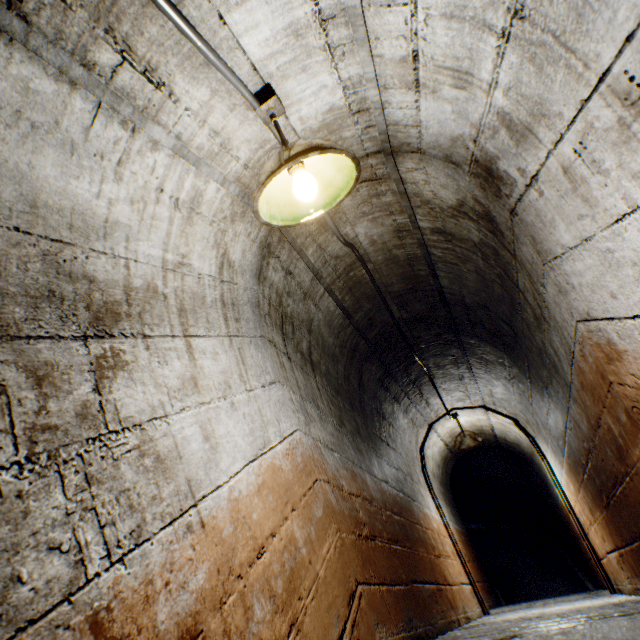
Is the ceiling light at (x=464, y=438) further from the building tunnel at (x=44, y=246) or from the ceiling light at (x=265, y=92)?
the ceiling light at (x=265, y=92)

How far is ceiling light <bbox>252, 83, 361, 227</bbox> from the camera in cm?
115

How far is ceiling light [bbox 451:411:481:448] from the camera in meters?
4.9

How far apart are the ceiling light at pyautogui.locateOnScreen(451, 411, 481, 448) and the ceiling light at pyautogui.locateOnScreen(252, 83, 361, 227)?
4.6m

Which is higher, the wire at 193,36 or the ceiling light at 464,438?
the wire at 193,36

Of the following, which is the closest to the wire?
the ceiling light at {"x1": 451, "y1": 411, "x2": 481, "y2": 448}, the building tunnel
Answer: the building tunnel

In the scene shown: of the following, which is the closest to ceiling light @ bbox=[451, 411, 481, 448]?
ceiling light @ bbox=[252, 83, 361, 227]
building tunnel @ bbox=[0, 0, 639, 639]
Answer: building tunnel @ bbox=[0, 0, 639, 639]

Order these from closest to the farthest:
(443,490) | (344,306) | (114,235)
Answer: (114,235), (344,306), (443,490)
